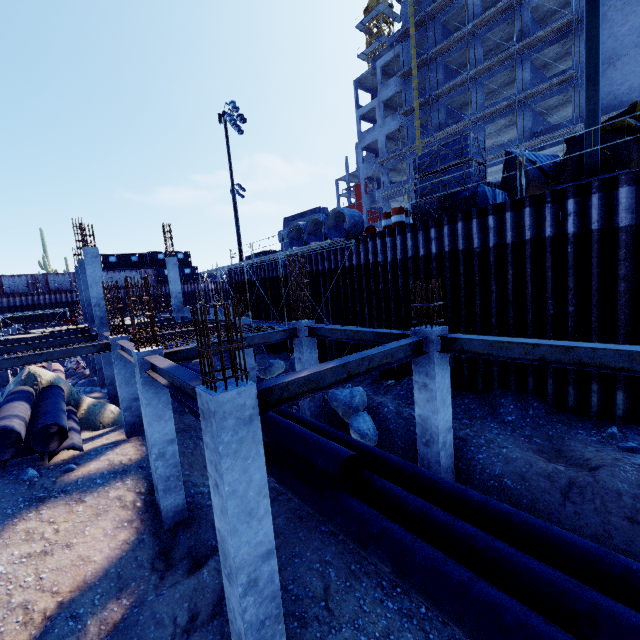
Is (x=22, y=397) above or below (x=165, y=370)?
below

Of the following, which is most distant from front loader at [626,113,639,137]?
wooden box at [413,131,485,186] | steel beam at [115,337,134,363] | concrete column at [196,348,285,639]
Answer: steel beam at [115,337,134,363]

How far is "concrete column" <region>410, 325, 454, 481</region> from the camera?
7.26m

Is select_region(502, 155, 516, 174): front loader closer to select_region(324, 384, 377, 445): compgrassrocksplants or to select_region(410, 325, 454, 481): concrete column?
select_region(410, 325, 454, 481): concrete column

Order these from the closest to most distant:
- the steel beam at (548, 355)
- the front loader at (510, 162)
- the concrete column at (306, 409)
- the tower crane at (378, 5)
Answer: the steel beam at (548, 355) < the concrete column at (306, 409) < the front loader at (510, 162) < the tower crane at (378, 5)

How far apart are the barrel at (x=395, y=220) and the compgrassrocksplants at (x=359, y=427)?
7.6m

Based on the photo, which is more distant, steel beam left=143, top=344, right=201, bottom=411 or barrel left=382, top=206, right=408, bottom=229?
barrel left=382, top=206, right=408, bottom=229

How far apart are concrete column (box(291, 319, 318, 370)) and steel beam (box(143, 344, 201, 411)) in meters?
4.5
